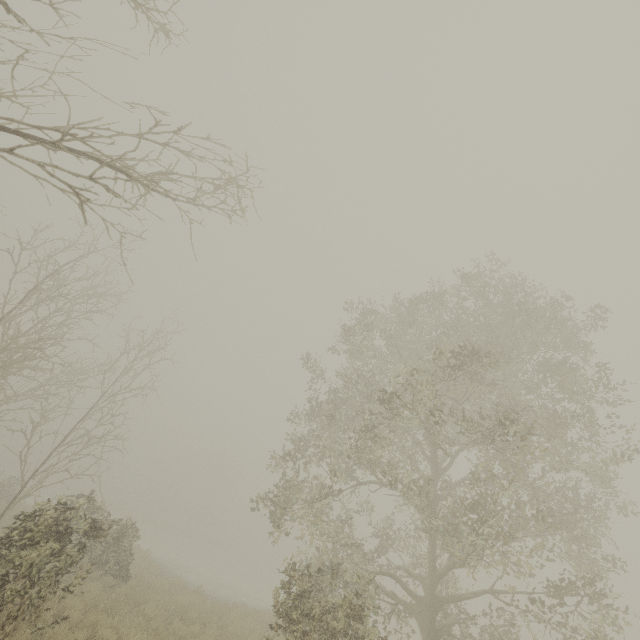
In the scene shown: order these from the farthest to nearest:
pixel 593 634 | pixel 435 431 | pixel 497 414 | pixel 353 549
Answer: pixel 593 634
pixel 353 549
pixel 435 431
pixel 497 414

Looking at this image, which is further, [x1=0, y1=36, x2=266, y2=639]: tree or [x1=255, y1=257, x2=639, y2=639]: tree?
[x1=255, y1=257, x2=639, y2=639]: tree

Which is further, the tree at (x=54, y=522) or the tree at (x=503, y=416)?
the tree at (x=503, y=416)
